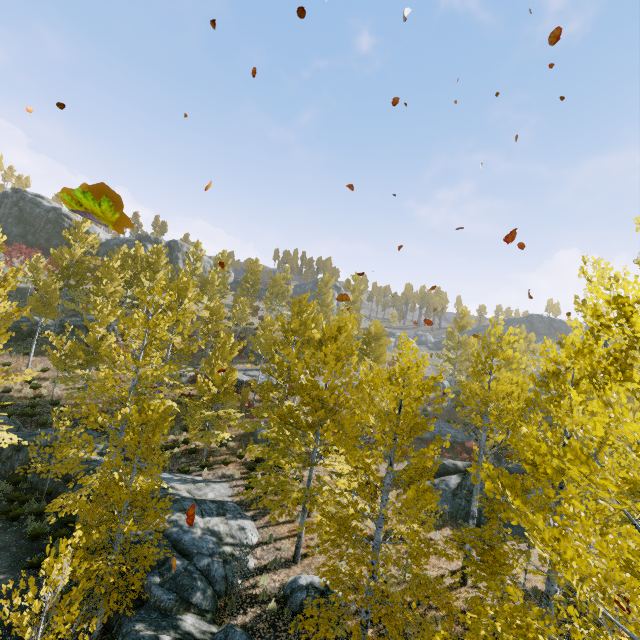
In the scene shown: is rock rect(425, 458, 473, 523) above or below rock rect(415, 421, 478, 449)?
below

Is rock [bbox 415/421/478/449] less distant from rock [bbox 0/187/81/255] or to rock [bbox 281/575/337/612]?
rock [bbox 281/575/337/612]

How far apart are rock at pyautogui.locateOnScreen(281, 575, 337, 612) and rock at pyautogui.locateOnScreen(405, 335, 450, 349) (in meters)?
50.18

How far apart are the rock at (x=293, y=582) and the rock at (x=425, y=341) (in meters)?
50.18

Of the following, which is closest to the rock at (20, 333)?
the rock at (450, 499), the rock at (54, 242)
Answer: the rock at (54, 242)

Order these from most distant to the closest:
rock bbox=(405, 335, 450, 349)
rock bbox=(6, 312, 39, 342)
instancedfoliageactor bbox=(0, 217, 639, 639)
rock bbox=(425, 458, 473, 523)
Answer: rock bbox=(405, 335, 450, 349) → rock bbox=(6, 312, 39, 342) → rock bbox=(425, 458, 473, 523) → instancedfoliageactor bbox=(0, 217, 639, 639)

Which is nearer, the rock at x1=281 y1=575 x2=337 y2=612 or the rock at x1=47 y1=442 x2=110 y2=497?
the rock at x1=281 y1=575 x2=337 y2=612

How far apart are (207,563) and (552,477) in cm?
1089
